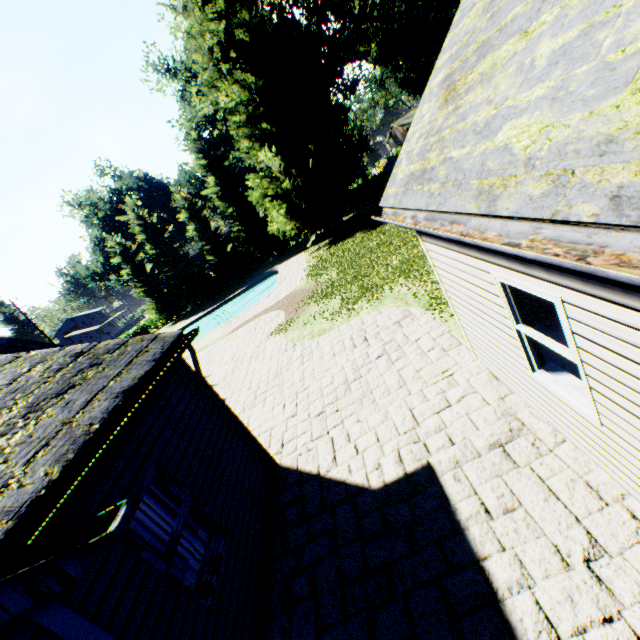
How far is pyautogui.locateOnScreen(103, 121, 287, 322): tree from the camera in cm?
3500

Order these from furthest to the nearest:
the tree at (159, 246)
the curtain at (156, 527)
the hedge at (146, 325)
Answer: the hedge at (146, 325)
the tree at (159, 246)
the curtain at (156, 527)

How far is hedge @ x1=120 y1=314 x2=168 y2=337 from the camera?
43.2 meters

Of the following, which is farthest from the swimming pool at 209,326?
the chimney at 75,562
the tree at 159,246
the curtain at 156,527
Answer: the chimney at 75,562

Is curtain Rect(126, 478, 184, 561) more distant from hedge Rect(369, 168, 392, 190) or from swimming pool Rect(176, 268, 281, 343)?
hedge Rect(369, 168, 392, 190)

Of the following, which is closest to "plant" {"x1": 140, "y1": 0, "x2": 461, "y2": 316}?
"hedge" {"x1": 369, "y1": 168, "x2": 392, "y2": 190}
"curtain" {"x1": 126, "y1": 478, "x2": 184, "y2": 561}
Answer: "hedge" {"x1": 369, "y1": 168, "x2": 392, "y2": 190}

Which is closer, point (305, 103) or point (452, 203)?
point (452, 203)

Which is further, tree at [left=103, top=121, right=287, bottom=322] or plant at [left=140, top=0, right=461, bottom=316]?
tree at [left=103, top=121, right=287, bottom=322]
